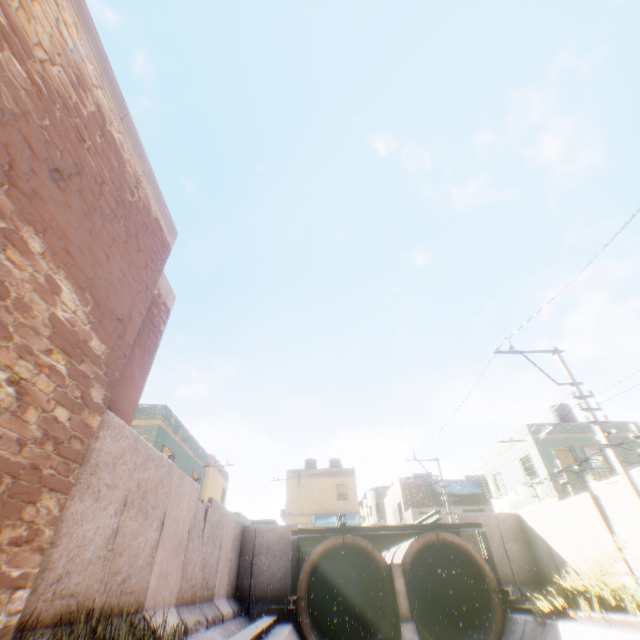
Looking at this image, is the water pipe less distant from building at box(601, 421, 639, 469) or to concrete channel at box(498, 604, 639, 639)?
concrete channel at box(498, 604, 639, 639)

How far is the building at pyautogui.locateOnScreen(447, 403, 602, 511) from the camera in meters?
18.5 m

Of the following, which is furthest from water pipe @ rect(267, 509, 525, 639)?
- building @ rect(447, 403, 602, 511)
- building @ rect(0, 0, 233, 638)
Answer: building @ rect(0, 0, 233, 638)

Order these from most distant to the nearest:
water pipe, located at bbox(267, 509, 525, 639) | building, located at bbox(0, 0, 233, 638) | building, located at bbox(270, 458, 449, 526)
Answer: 1. building, located at bbox(270, 458, 449, 526)
2. water pipe, located at bbox(267, 509, 525, 639)
3. building, located at bbox(0, 0, 233, 638)

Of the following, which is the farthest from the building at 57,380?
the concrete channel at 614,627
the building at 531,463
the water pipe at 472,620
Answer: the water pipe at 472,620

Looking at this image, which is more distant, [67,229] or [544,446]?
[544,446]
